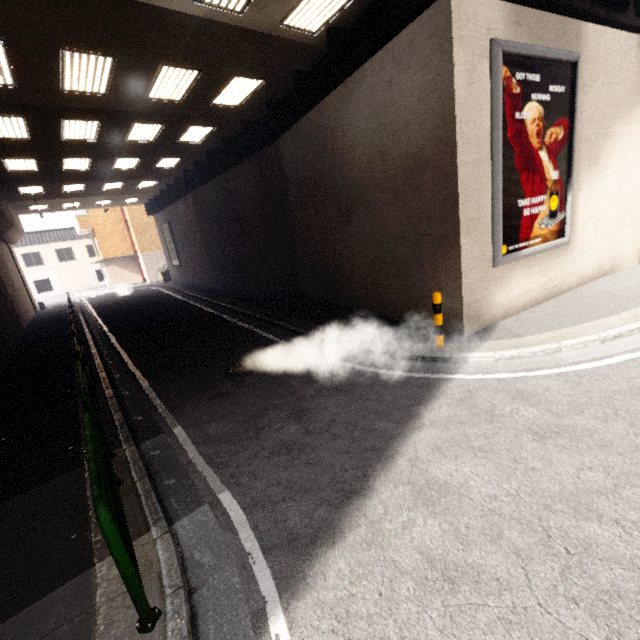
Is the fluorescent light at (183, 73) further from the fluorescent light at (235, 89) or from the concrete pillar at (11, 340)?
the concrete pillar at (11, 340)

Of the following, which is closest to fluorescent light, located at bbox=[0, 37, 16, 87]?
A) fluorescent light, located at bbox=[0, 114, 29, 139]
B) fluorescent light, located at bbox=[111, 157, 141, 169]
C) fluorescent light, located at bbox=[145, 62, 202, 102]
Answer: fluorescent light, located at bbox=[0, 114, 29, 139]

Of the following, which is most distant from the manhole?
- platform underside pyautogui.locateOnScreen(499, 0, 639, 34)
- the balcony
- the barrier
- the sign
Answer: the balcony

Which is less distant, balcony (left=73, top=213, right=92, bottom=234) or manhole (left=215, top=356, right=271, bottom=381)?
manhole (left=215, top=356, right=271, bottom=381)

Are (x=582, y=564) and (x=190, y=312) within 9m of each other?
no

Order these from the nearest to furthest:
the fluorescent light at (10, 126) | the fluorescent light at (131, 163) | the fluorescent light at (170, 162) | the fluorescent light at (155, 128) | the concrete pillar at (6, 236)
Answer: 1. the fluorescent light at (10, 126)
2. the fluorescent light at (155, 128)
3. the fluorescent light at (131, 163)
4. the fluorescent light at (170, 162)
5. the concrete pillar at (6, 236)

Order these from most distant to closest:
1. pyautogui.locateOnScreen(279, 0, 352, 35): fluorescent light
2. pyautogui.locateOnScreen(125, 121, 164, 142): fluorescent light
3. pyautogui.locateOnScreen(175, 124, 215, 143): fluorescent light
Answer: pyautogui.locateOnScreen(175, 124, 215, 143): fluorescent light → pyautogui.locateOnScreen(125, 121, 164, 142): fluorescent light → pyautogui.locateOnScreen(279, 0, 352, 35): fluorescent light

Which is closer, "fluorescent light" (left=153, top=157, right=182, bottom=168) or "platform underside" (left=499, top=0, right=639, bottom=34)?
"platform underside" (left=499, top=0, right=639, bottom=34)
